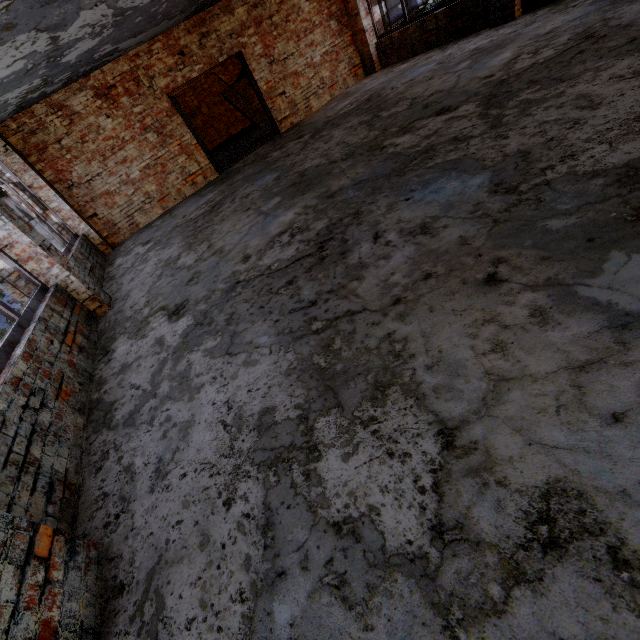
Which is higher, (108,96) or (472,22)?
(108,96)

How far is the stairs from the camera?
14.20m

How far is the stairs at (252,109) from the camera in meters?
14.2 m
